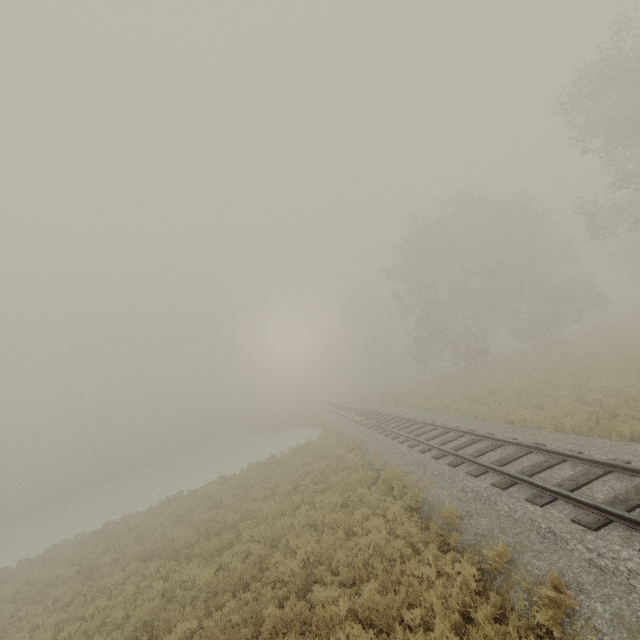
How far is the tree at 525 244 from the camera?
29.0m

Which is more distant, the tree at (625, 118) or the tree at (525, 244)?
the tree at (525, 244)

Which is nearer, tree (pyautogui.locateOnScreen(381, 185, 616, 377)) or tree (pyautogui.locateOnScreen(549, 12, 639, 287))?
tree (pyautogui.locateOnScreen(549, 12, 639, 287))

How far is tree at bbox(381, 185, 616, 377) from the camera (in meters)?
28.98

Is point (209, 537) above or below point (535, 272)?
below
